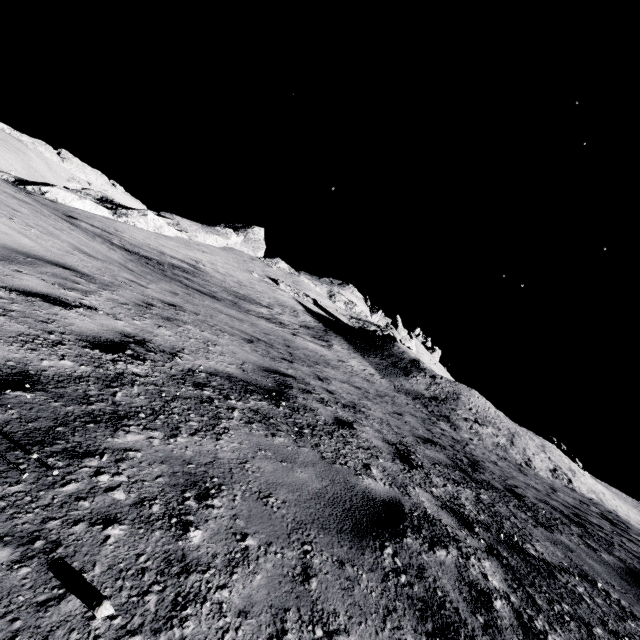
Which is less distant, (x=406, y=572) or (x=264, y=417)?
(x=406, y=572)
